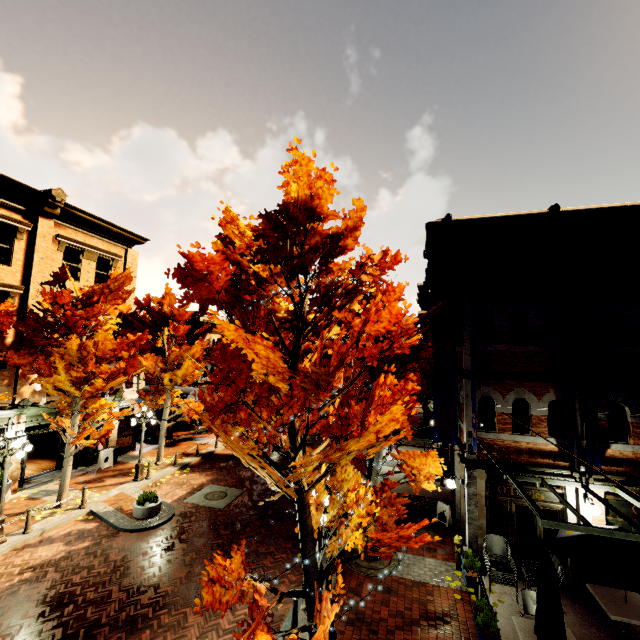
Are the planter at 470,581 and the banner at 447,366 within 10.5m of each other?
yes

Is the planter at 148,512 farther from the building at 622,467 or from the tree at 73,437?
the building at 622,467

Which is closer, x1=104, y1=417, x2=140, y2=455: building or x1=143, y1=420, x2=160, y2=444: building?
x1=104, y1=417, x2=140, y2=455: building

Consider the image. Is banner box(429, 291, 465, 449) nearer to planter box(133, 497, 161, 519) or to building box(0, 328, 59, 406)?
building box(0, 328, 59, 406)

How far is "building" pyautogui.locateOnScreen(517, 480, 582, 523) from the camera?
9.5 meters

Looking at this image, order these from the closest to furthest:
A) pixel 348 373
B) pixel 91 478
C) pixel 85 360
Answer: pixel 348 373, pixel 85 360, pixel 91 478

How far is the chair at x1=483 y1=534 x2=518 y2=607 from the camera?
8.9 meters

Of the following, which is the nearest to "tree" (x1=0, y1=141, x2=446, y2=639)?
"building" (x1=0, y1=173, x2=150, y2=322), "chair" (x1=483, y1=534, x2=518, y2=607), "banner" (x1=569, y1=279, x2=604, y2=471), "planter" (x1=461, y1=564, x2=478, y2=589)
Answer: "building" (x1=0, y1=173, x2=150, y2=322)
